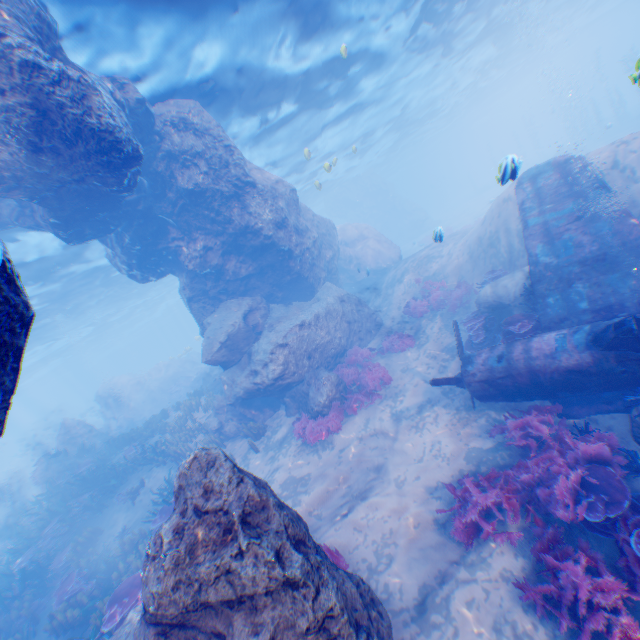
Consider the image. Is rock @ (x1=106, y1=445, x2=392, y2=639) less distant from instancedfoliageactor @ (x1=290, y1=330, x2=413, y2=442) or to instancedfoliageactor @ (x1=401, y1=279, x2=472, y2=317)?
instancedfoliageactor @ (x1=290, y1=330, x2=413, y2=442)

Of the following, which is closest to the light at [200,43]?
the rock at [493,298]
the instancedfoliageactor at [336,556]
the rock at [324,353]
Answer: the rock at [324,353]

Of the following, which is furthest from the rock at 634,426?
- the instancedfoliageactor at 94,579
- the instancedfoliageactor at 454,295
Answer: the instancedfoliageactor at 454,295

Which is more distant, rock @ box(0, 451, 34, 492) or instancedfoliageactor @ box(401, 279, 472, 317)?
rock @ box(0, 451, 34, 492)

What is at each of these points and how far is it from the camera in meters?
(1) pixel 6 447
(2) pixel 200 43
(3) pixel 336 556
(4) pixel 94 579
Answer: (1) submarine, 48.1
(2) light, 10.2
(3) instancedfoliageactor, 6.3
(4) instancedfoliageactor, 9.4

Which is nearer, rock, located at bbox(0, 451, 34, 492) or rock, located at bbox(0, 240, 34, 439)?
rock, located at bbox(0, 240, 34, 439)

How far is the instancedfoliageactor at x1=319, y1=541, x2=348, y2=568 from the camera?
6.2 meters

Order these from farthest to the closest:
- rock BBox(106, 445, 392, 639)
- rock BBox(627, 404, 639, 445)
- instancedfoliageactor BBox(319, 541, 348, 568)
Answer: instancedfoliageactor BBox(319, 541, 348, 568), rock BBox(627, 404, 639, 445), rock BBox(106, 445, 392, 639)
